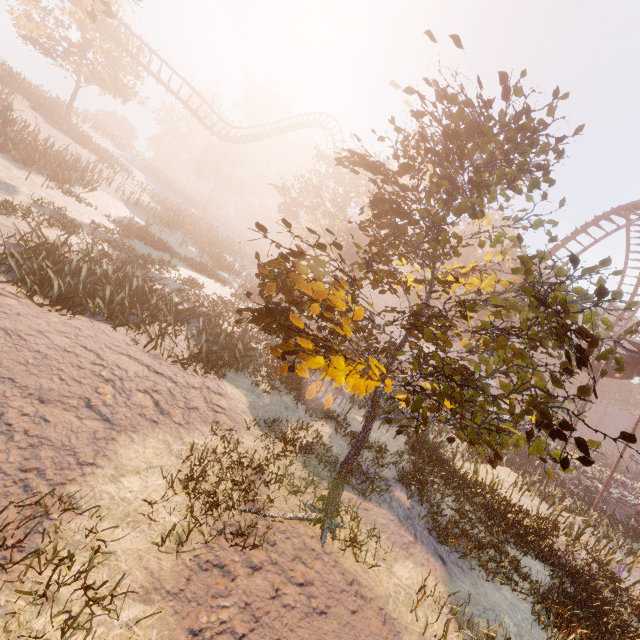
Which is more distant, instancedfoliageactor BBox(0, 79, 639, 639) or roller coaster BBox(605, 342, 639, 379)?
roller coaster BBox(605, 342, 639, 379)

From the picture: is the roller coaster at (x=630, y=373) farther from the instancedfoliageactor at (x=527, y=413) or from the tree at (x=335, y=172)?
the tree at (x=335, y=172)

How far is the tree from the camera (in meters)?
24.08

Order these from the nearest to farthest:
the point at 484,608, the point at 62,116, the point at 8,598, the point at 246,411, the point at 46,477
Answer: the point at 8,598 < the point at 46,477 < the point at 484,608 < the point at 246,411 < the point at 62,116

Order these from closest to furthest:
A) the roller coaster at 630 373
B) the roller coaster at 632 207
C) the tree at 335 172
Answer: the roller coaster at 630 373, the tree at 335 172, the roller coaster at 632 207

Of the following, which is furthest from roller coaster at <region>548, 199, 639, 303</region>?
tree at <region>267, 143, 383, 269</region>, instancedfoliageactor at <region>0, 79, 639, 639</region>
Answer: tree at <region>267, 143, 383, 269</region>

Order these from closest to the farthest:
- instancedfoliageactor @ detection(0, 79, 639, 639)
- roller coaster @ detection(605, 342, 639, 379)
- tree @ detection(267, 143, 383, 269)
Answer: instancedfoliageactor @ detection(0, 79, 639, 639) → roller coaster @ detection(605, 342, 639, 379) → tree @ detection(267, 143, 383, 269)

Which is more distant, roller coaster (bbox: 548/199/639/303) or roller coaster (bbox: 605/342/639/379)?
roller coaster (bbox: 548/199/639/303)
